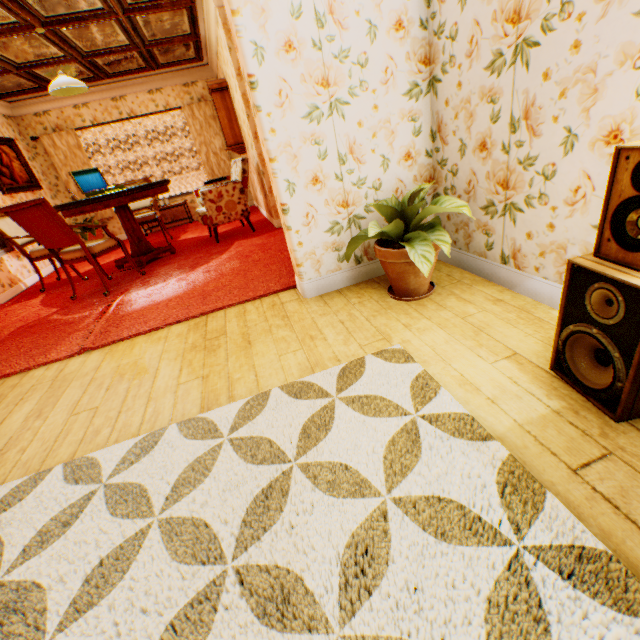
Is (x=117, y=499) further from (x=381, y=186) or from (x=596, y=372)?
(x=381, y=186)

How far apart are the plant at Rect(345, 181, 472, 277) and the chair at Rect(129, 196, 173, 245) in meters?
4.9

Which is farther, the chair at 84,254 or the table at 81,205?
the table at 81,205

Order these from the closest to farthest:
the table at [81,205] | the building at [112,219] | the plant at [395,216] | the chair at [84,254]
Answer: the plant at [395,216] → the chair at [84,254] → the table at [81,205] → the building at [112,219]

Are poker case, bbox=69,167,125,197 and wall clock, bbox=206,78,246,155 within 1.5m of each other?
no

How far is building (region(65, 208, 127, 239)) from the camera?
7.92m

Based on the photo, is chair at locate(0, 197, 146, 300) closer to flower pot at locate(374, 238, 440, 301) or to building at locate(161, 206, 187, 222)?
building at locate(161, 206, 187, 222)

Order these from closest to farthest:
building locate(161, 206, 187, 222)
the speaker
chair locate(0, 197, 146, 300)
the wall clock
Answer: the speaker → chair locate(0, 197, 146, 300) → the wall clock → building locate(161, 206, 187, 222)
